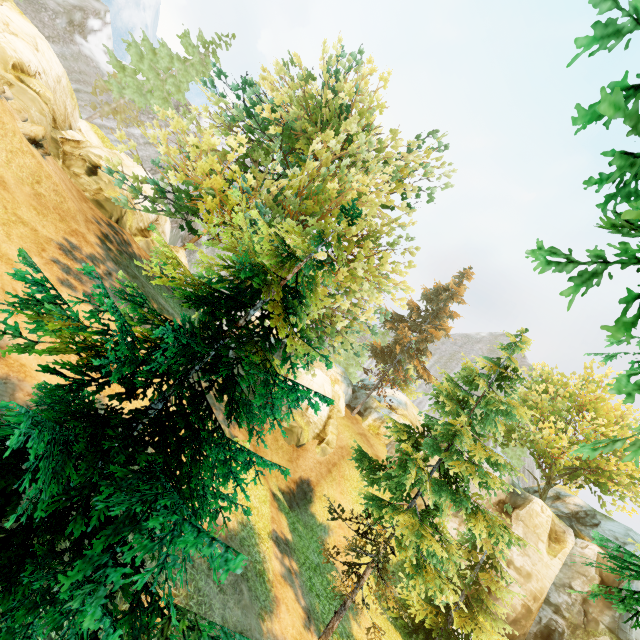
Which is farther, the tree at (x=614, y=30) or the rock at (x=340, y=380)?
the rock at (x=340, y=380)

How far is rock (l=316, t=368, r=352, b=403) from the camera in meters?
33.6

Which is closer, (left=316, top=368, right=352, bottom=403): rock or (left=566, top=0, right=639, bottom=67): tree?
(left=566, top=0, right=639, bottom=67): tree

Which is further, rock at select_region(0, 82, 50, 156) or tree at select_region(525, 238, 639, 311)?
rock at select_region(0, 82, 50, 156)

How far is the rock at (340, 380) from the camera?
33.6m

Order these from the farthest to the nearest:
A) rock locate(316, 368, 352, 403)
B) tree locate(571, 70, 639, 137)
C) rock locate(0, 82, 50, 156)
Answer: rock locate(316, 368, 352, 403)
rock locate(0, 82, 50, 156)
tree locate(571, 70, 639, 137)

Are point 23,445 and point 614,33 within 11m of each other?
yes

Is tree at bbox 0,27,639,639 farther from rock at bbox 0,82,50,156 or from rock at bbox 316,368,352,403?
rock at bbox 0,82,50,156
